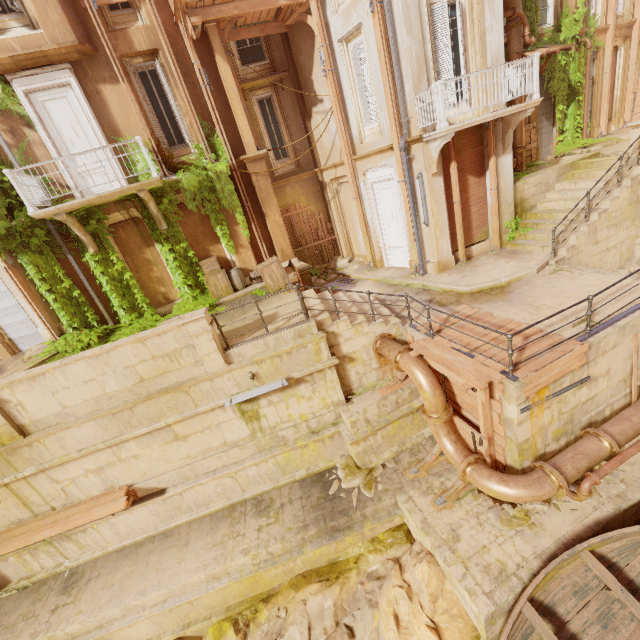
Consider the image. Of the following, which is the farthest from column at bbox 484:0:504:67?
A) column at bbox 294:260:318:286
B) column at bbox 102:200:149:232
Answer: column at bbox 102:200:149:232

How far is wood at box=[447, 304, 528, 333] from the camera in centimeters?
766cm

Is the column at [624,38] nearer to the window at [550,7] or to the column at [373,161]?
the window at [550,7]

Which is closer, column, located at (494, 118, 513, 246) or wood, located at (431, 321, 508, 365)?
wood, located at (431, 321, 508, 365)

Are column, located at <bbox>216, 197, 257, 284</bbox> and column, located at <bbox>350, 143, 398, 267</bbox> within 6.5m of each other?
yes

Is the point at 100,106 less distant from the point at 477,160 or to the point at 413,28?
the point at 413,28

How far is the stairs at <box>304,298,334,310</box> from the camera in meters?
9.3

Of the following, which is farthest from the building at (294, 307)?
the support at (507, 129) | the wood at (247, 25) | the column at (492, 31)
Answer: the wood at (247, 25)
